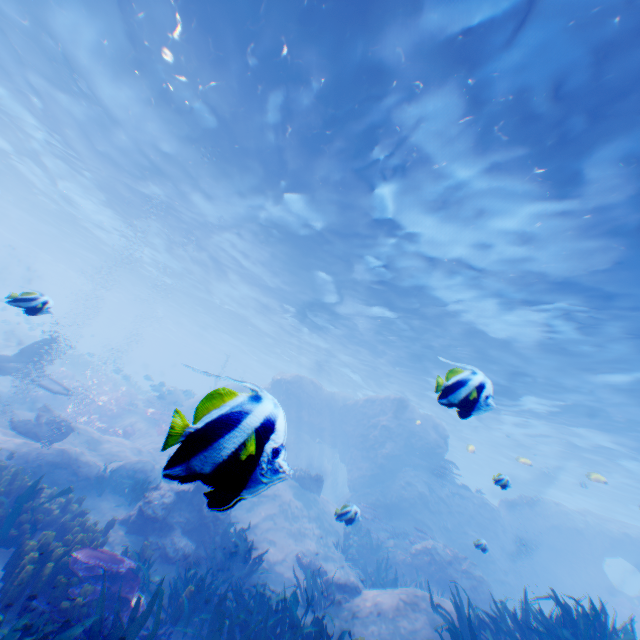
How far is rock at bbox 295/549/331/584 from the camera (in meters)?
9.45

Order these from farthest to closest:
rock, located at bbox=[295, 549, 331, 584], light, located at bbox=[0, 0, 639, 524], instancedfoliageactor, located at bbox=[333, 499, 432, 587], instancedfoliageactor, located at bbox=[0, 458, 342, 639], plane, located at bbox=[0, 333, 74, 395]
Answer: plane, located at bbox=[0, 333, 74, 395], instancedfoliageactor, located at bbox=[333, 499, 432, 587], rock, located at bbox=[295, 549, 331, 584], light, located at bbox=[0, 0, 639, 524], instancedfoliageactor, located at bbox=[0, 458, 342, 639]

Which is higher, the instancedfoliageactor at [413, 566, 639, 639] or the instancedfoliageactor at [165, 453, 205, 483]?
the instancedfoliageactor at [165, 453, 205, 483]

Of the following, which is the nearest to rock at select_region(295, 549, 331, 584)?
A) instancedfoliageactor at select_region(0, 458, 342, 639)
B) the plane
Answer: the plane

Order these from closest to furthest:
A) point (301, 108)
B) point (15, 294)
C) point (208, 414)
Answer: point (208, 414)
point (15, 294)
point (301, 108)

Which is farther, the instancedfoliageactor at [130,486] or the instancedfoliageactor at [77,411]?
the instancedfoliageactor at [130,486]

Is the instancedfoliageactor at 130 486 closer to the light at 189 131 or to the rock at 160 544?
the rock at 160 544

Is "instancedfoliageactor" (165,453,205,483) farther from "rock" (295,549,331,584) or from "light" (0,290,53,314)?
"light" (0,290,53,314)
